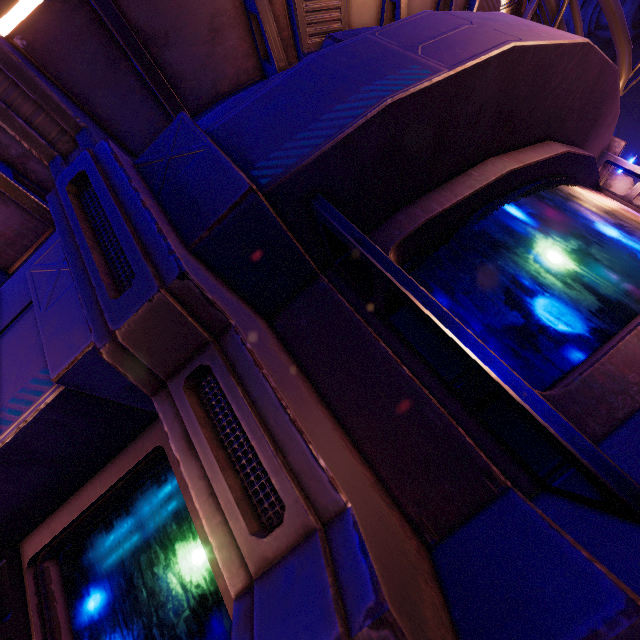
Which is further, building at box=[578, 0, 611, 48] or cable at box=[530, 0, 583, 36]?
building at box=[578, 0, 611, 48]

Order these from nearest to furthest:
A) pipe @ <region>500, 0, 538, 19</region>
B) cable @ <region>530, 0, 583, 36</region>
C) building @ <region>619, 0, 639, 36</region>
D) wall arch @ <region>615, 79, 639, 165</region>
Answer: cable @ <region>530, 0, 583, 36</region>
pipe @ <region>500, 0, 538, 19</region>
building @ <region>619, 0, 639, 36</region>
wall arch @ <region>615, 79, 639, 165</region>

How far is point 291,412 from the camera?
0.9m

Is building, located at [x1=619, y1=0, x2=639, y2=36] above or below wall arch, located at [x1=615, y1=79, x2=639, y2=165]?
above

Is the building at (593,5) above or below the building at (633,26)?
above

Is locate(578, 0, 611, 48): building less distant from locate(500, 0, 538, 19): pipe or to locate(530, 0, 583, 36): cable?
locate(500, 0, 538, 19): pipe

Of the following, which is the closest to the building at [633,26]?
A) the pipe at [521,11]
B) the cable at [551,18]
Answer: the pipe at [521,11]
